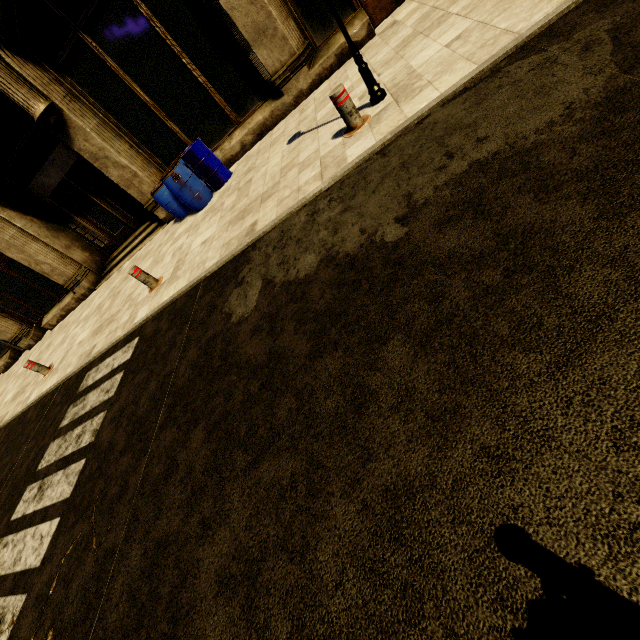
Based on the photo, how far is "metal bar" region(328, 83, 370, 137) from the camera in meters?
4.3 m

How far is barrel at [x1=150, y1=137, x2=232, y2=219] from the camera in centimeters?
737cm

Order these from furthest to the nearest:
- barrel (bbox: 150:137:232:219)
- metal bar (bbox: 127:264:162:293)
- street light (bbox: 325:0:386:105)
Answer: barrel (bbox: 150:137:232:219), metal bar (bbox: 127:264:162:293), street light (bbox: 325:0:386:105)

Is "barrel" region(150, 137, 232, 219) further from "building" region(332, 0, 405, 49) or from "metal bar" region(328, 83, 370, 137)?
"metal bar" region(328, 83, 370, 137)

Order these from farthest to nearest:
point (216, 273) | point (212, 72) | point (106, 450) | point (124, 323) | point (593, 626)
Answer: point (212, 72) → point (124, 323) → point (216, 273) → point (106, 450) → point (593, 626)

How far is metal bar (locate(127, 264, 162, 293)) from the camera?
6.40m

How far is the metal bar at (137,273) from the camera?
6.4m

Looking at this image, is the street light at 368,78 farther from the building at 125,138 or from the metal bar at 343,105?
the building at 125,138
